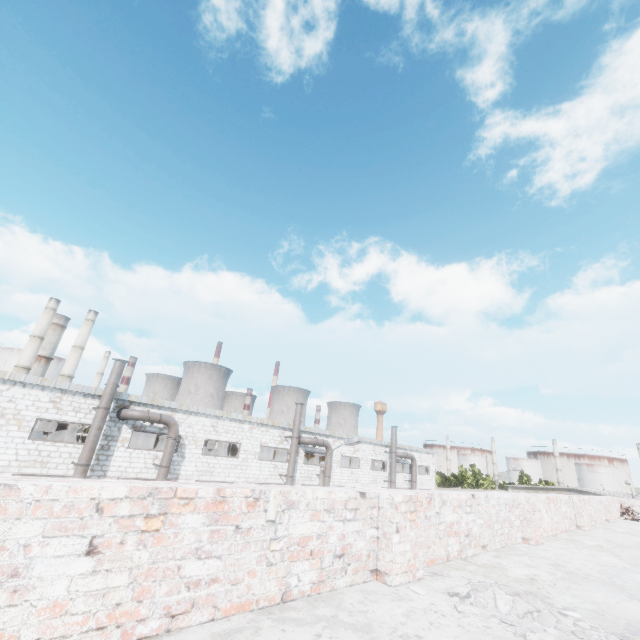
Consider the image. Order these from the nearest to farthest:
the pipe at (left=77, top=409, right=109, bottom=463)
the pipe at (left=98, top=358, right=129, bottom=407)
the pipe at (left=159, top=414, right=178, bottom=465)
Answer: the pipe at (left=77, top=409, right=109, bottom=463) → the pipe at (left=98, top=358, right=129, bottom=407) → the pipe at (left=159, top=414, right=178, bottom=465)

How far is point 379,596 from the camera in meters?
2.9

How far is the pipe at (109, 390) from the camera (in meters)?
17.14

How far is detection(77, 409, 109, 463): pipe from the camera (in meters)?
16.06

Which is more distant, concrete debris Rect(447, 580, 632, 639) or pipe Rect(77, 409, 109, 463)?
pipe Rect(77, 409, 109, 463)

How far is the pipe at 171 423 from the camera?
18.6m

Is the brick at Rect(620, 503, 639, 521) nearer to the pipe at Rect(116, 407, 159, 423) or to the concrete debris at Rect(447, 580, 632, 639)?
the concrete debris at Rect(447, 580, 632, 639)

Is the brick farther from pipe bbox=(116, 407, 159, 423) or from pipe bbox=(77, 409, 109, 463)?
pipe bbox=(77, 409, 109, 463)
